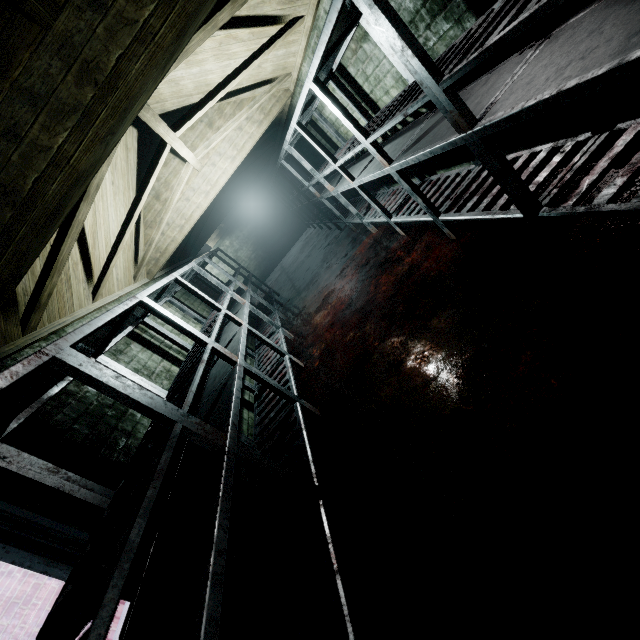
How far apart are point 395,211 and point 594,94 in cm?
213

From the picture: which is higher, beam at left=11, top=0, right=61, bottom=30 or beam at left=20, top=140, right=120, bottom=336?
beam at left=11, top=0, right=61, bottom=30

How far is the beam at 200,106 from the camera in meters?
2.6

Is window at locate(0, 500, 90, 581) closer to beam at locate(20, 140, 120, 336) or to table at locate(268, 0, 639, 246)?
table at locate(268, 0, 639, 246)

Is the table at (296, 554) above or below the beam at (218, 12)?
below

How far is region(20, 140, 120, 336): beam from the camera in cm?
194

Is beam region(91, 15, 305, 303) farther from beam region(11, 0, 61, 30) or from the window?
the window
